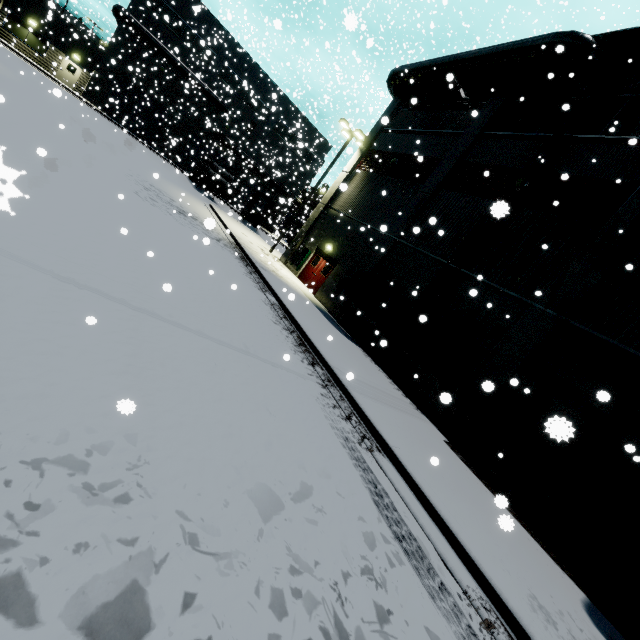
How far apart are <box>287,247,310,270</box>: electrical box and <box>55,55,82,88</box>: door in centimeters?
2885cm

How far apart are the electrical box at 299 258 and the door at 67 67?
28.8m

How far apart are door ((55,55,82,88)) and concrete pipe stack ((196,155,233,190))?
14.7m

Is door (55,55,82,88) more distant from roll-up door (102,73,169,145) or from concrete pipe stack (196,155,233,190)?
concrete pipe stack (196,155,233,190)

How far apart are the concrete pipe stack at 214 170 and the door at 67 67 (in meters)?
14.69

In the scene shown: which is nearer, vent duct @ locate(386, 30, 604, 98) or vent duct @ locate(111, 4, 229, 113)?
vent duct @ locate(386, 30, 604, 98)

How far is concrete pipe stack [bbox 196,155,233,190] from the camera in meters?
30.3 m

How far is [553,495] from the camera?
7.95m
